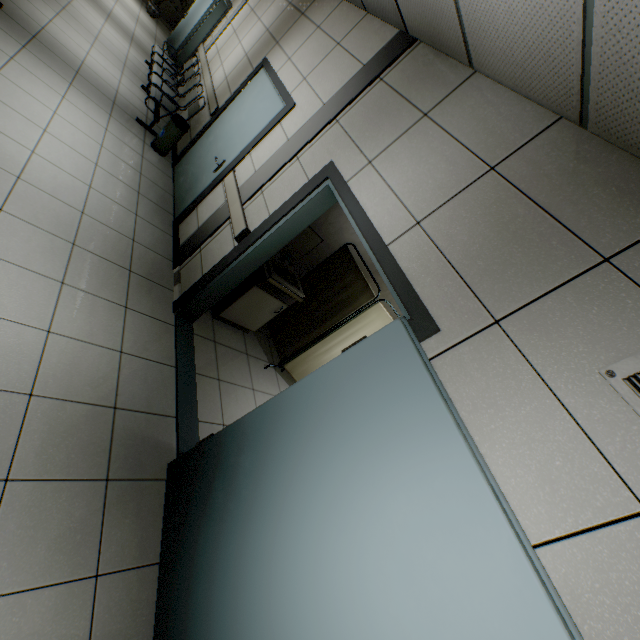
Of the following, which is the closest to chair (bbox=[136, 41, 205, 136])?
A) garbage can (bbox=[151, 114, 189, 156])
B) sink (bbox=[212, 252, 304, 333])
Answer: garbage can (bbox=[151, 114, 189, 156])

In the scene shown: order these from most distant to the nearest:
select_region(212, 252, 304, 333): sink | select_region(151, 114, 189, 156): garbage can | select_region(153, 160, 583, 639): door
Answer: select_region(151, 114, 189, 156): garbage can
select_region(212, 252, 304, 333): sink
select_region(153, 160, 583, 639): door

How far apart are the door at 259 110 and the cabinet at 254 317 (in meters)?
1.60

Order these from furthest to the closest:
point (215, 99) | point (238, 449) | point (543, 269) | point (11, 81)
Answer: point (215, 99) → point (11, 81) → point (238, 449) → point (543, 269)

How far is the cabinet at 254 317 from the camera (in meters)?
3.73

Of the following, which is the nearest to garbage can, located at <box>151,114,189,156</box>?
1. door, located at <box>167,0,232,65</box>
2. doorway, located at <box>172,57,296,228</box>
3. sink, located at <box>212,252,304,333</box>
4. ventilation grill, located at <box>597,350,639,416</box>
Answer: doorway, located at <box>172,57,296,228</box>

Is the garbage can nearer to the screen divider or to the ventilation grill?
A: the screen divider

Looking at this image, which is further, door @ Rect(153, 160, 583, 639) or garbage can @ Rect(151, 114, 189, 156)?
garbage can @ Rect(151, 114, 189, 156)
